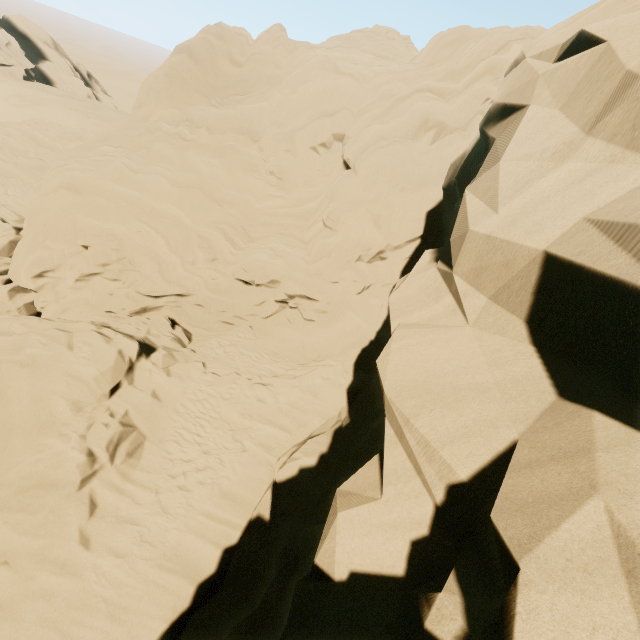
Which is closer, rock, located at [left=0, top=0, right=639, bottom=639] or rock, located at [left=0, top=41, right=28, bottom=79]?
rock, located at [left=0, top=0, right=639, bottom=639]

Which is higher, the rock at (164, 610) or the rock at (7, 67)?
the rock at (164, 610)

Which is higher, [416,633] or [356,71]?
[356,71]

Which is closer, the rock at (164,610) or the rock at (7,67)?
the rock at (164,610)

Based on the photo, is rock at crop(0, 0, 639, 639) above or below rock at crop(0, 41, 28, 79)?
above
